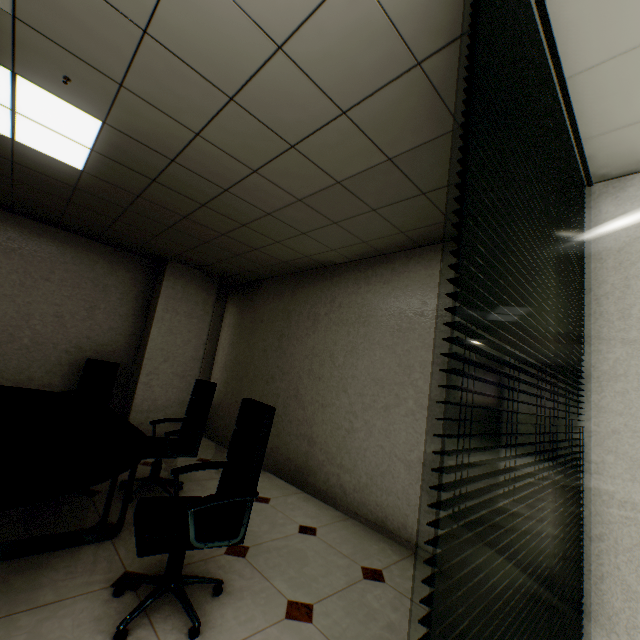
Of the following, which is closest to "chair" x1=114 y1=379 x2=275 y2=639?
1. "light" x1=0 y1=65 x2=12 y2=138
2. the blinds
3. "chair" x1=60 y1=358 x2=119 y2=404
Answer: the blinds

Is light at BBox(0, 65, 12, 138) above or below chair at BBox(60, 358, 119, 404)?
above

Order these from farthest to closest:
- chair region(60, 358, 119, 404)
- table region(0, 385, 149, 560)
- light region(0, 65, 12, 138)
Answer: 1. chair region(60, 358, 119, 404)
2. light region(0, 65, 12, 138)
3. table region(0, 385, 149, 560)

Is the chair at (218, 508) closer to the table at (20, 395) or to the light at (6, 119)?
the table at (20, 395)

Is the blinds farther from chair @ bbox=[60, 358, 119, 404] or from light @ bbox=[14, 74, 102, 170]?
chair @ bbox=[60, 358, 119, 404]

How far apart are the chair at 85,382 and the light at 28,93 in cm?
277

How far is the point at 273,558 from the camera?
2.46m

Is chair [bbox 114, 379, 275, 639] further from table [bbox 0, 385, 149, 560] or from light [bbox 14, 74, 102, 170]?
light [bbox 14, 74, 102, 170]
